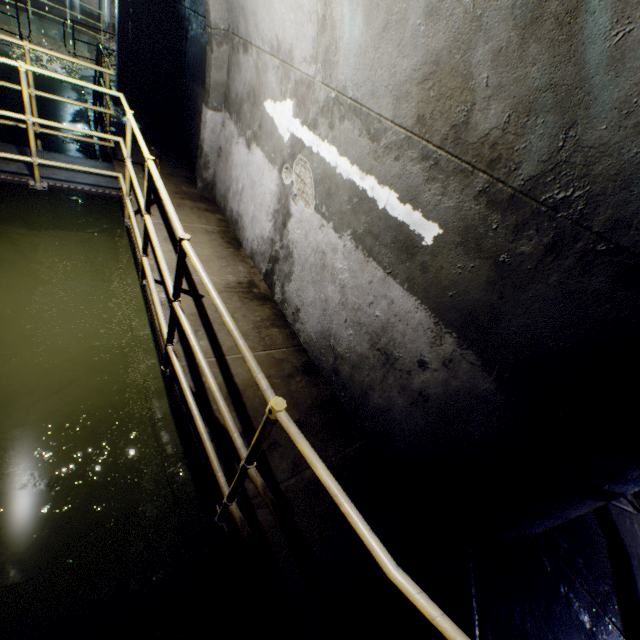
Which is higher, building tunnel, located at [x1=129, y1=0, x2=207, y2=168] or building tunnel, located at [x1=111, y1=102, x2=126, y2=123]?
building tunnel, located at [x1=129, y1=0, x2=207, y2=168]

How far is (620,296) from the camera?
1.49m

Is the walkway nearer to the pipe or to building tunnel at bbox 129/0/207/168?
building tunnel at bbox 129/0/207/168

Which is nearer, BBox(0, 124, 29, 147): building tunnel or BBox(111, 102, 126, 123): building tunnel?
BBox(0, 124, 29, 147): building tunnel

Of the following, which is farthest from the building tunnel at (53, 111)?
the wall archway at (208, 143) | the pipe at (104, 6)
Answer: the pipe at (104, 6)

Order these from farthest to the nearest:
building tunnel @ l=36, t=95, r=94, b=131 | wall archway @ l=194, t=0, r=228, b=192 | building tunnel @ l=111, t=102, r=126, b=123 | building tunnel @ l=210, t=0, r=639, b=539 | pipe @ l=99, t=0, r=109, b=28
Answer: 1. pipe @ l=99, t=0, r=109, b=28
2. building tunnel @ l=111, t=102, r=126, b=123
3. building tunnel @ l=36, t=95, r=94, b=131
4. wall archway @ l=194, t=0, r=228, b=192
5. building tunnel @ l=210, t=0, r=639, b=539

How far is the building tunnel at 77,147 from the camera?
6.81m
